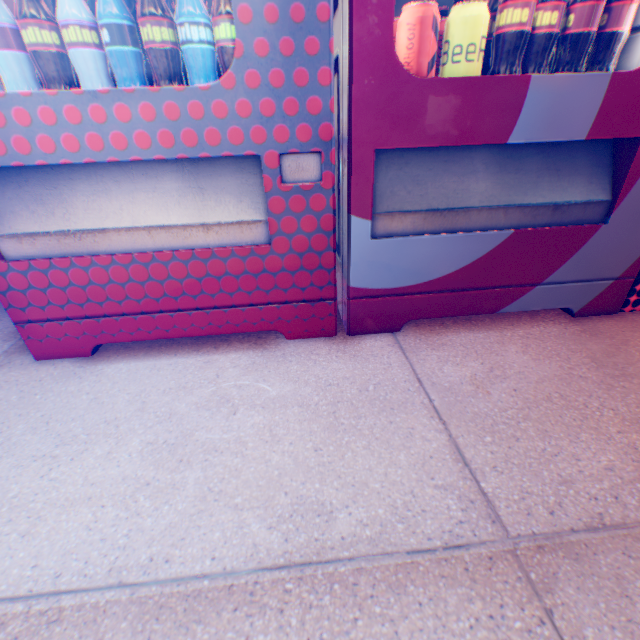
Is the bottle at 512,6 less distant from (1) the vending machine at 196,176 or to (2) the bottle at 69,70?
(1) the vending machine at 196,176

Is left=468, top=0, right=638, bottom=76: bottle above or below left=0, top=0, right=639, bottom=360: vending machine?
above

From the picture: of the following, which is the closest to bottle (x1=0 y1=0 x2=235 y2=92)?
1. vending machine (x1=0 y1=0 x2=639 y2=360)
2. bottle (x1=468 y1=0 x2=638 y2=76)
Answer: vending machine (x1=0 y1=0 x2=639 y2=360)

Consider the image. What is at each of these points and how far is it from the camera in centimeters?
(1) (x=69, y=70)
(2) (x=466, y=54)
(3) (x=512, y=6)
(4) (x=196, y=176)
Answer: (1) bottle, 93cm
(2) metal can, 89cm
(3) bottle, 85cm
(4) vending machine, 98cm

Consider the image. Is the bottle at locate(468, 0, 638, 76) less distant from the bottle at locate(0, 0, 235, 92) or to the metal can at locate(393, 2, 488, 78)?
the metal can at locate(393, 2, 488, 78)

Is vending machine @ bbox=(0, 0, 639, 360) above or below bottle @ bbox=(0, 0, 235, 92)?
below

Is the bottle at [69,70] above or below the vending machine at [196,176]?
above

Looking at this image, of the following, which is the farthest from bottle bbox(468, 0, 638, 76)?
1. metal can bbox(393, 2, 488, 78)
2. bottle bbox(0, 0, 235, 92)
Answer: bottle bbox(0, 0, 235, 92)
